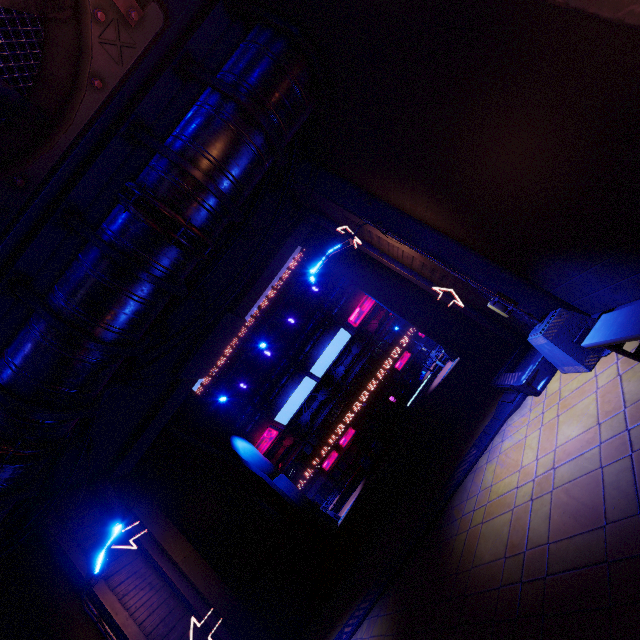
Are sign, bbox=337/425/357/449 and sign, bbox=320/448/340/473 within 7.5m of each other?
yes

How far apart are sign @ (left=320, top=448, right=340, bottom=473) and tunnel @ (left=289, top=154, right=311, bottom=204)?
34.95m

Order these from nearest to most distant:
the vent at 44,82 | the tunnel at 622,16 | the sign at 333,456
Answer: the tunnel at 622,16, the vent at 44,82, the sign at 333,456

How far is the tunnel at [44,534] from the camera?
9.31m

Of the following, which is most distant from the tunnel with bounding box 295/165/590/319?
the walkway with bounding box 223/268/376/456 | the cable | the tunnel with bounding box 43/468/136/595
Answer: the walkway with bounding box 223/268/376/456

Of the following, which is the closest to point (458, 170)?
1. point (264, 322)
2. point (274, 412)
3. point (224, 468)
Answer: point (224, 468)

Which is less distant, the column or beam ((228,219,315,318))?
the column

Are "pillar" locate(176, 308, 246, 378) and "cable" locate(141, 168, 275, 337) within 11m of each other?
yes
